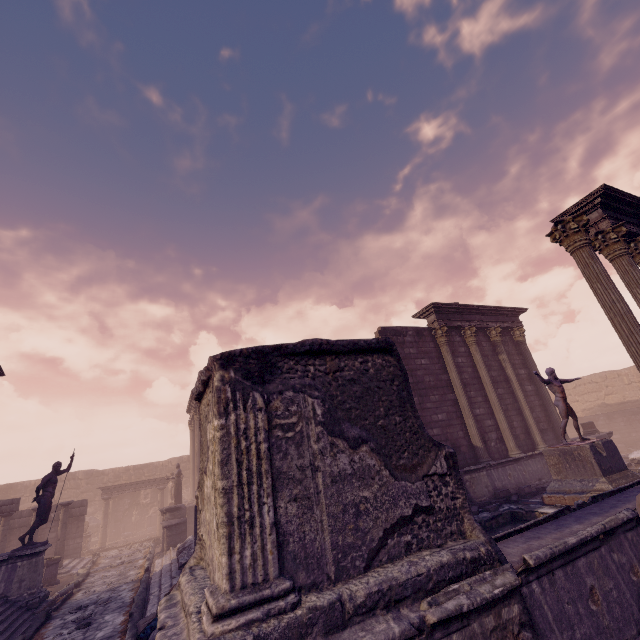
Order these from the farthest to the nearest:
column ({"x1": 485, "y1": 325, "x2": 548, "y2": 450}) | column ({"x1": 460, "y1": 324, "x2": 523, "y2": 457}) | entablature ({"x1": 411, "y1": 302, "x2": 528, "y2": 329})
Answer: entablature ({"x1": 411, "y1": 302, "x2": 528, "y2": 329})
column ({"x1": 485, "y1": 325, "x2": 548, "y2": 450})
column ({"x1": 460, "y1": 324, "x2": 523, "y2": 457})

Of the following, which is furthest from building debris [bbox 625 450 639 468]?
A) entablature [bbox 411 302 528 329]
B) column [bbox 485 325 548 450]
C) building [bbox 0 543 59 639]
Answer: building [bbox 0 543 59 639]

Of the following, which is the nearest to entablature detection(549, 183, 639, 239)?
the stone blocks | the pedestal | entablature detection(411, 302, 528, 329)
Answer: entablature detection(411, 302, 528, 329)

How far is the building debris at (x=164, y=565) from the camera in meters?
8.7 m

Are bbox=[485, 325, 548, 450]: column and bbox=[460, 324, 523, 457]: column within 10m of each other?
yes

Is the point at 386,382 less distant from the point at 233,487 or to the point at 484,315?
the point at 233,487

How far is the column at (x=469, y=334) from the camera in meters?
12.7

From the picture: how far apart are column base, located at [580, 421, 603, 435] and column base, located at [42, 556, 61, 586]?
23.3 meters
